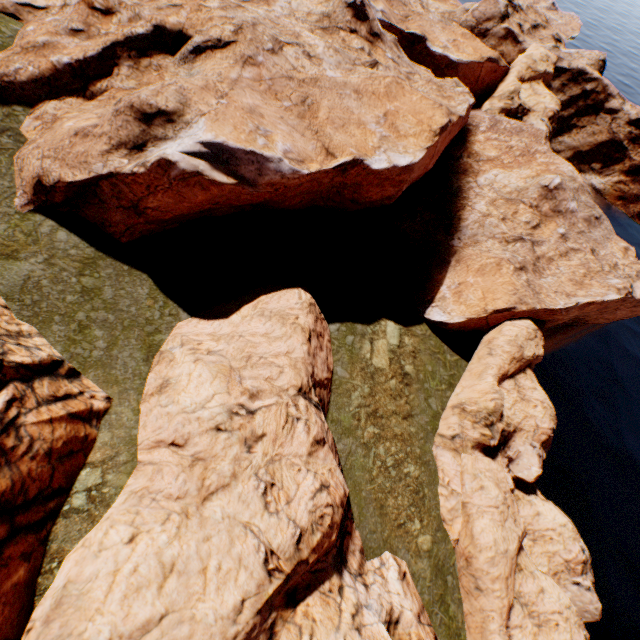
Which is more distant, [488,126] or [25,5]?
[488,126]

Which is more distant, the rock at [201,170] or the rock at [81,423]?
the rock at [201,170]

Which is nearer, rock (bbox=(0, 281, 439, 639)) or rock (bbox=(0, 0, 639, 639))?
rock (bbox=(0, 281, 439, 639))
